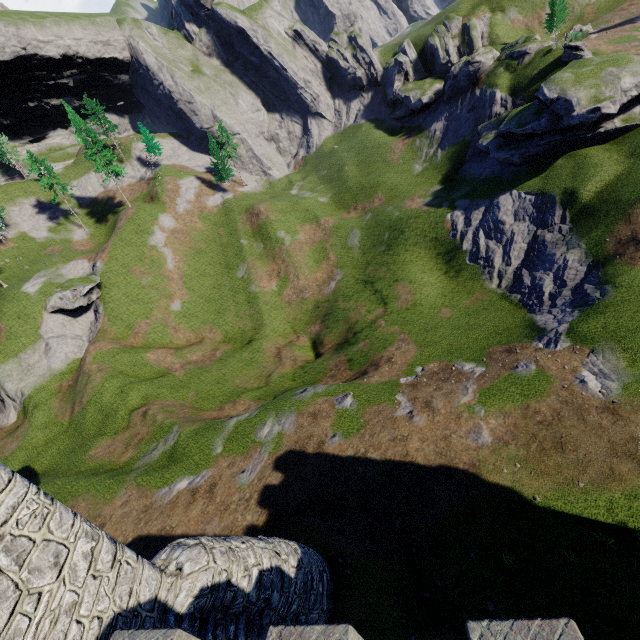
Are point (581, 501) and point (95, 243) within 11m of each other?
no

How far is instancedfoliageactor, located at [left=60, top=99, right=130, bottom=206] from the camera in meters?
50.2

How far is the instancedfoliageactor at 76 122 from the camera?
50.19m

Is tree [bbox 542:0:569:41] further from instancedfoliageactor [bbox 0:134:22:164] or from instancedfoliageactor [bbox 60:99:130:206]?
instancedfoliageactor [bbox 0:134:22:164]

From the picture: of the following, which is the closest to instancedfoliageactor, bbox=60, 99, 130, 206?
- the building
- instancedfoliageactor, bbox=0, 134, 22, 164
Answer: instancedfoliageactor, bbox=0, 134, 22, 164

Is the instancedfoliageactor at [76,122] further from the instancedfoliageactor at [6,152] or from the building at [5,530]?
the building at [5,530]

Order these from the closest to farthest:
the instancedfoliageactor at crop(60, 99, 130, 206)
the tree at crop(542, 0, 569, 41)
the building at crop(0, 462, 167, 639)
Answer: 1. the building at crop(0, 462, 167, 639)
2. the tree at crop(542, 0, 569, 41)
3. the instancedfoliageactor at crop(60, 99, 130, 206)

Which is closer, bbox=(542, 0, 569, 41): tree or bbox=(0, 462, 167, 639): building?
bbox=(0, 462, 167, 639): building
